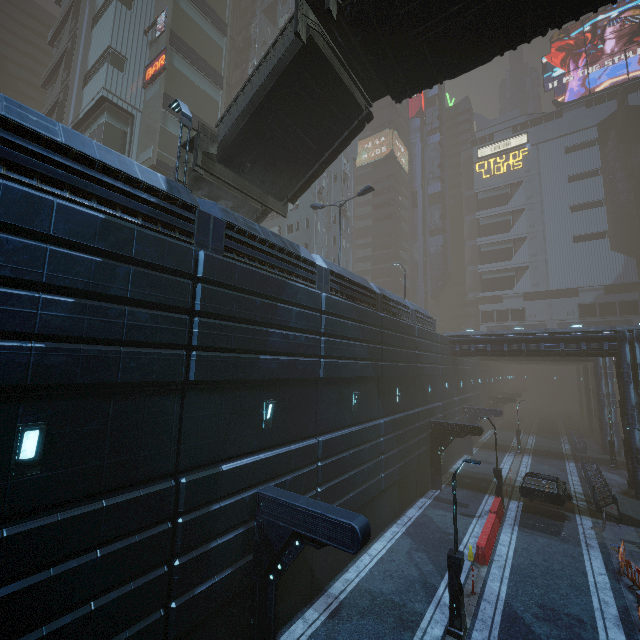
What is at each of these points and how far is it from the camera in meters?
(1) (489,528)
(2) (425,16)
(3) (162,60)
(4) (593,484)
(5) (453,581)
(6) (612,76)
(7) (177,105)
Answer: (1) barrier, 16.4
(2) bridge, 10.4
(3) sign, 26.3
(4) building, 22.5
(5) street light, 10.8
(6) sign, 59.0
(7) street light, 12.8

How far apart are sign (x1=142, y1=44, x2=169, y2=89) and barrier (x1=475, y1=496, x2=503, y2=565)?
38.0m

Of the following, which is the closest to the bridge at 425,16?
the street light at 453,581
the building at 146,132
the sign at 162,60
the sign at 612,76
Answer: the building at 146,132

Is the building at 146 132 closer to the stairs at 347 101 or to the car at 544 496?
the car at 544 496

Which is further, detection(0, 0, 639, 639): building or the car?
the car

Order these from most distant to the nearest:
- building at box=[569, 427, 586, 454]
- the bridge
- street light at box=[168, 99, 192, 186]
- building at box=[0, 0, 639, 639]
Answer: building at box=[569, 427, 586, 454]
street light at box=[168, 99, 192, 186]
the bridge
building at box=[0, 0, 639, 639]

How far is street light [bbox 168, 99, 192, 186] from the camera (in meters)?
11.84

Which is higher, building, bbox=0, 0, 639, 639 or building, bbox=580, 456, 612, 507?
building, bbox=0, 0, 639, 639
